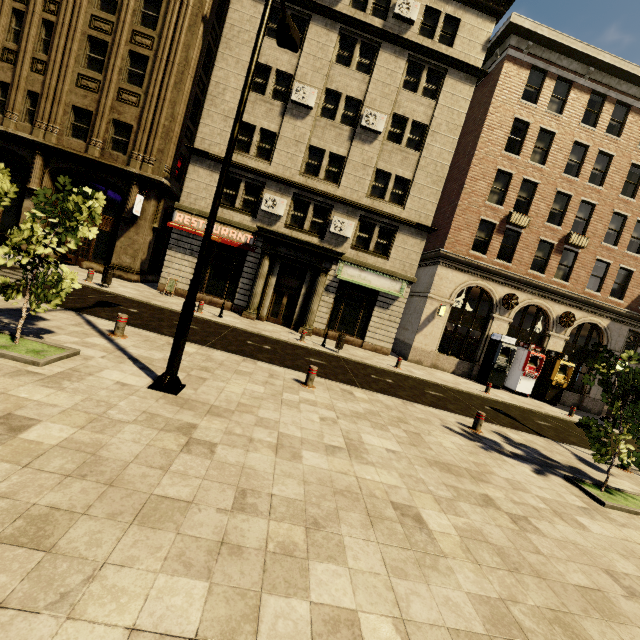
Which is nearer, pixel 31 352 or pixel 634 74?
pixel 31 352

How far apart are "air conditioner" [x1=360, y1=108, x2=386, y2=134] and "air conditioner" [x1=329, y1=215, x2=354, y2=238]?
5.0m

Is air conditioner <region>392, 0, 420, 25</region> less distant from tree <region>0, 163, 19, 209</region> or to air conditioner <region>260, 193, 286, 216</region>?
air conditioner <region>260, 193, 286, 216</region>

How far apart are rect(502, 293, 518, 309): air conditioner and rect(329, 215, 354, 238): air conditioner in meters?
10.0

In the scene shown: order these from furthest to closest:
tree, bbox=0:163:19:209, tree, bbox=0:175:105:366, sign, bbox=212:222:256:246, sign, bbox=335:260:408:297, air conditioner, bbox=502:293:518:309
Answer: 1. air conditioner, bbox=502:293:518:309
2. sign, bbox=335:260:408:297
3. sign, bbox=212:222:256:246
4. tree, bbox=0:163:19:209
5. tree, bbox=0:175:105:366

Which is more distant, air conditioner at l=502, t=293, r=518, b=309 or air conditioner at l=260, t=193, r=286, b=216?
air conditioner at l=502, t=293, r=518, b=309

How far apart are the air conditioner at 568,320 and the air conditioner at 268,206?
18.0 meters

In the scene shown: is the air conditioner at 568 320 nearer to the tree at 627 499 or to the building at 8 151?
the building at 8 151
